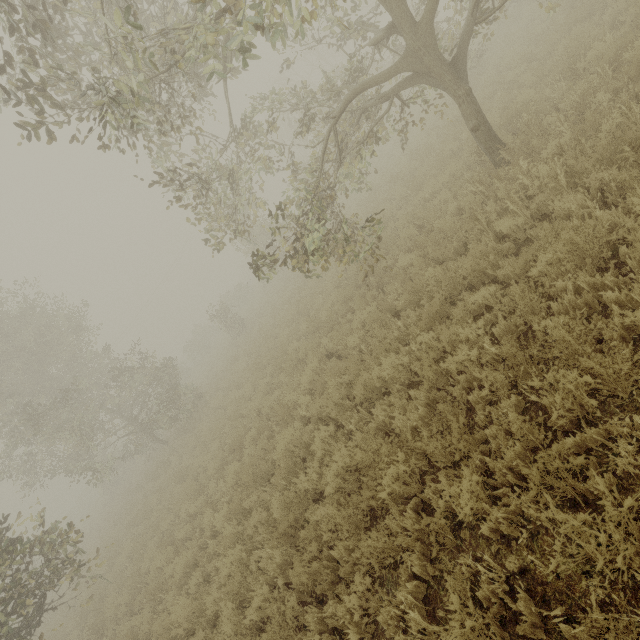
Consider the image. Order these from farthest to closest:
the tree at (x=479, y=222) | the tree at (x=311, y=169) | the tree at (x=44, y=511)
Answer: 1. the tree at (x=44, y=511)
2. the tree at (x=479, y=222)
3. the tree at (x=311, y=169)

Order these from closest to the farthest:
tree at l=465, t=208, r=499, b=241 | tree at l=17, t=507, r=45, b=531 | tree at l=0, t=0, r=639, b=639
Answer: tree at l=0, t=0, r=639, b=639 < tree at l=465, t=208, r=499, b=241 < tree at l=17, t=507, r=45, b=531

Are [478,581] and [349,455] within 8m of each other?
yes

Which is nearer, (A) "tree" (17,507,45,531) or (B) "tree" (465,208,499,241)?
(B) "tree" (465,208,499,241)

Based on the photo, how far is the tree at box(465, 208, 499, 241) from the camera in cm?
614

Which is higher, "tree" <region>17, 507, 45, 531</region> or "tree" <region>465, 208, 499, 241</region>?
"tree" <region>17, 507, 45, 531</region>

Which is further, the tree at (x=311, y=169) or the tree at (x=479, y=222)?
the tree at (x=479, y=222)
